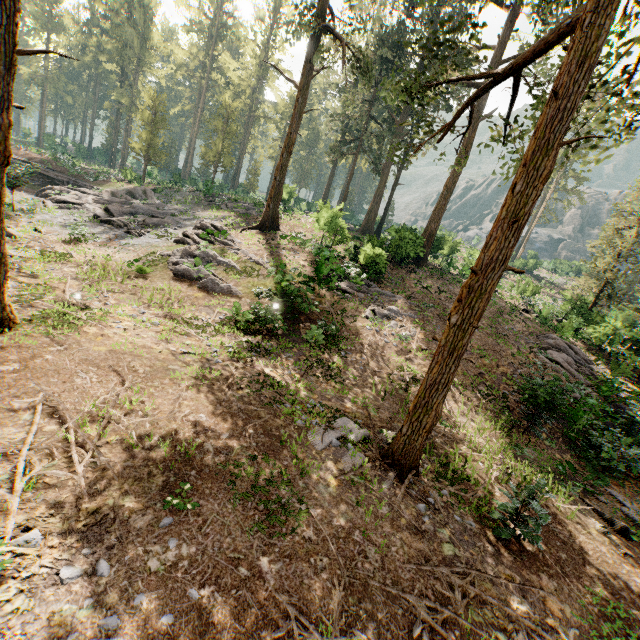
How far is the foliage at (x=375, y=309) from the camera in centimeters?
1691cm

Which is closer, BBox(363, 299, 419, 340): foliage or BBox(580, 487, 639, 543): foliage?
BBox(580, 487, 639, 543): foliage

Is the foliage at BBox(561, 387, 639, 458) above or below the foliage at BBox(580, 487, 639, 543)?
above

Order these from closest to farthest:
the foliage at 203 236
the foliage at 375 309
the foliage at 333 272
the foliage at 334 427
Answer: the foliage at 334 427 → the foliage at 203 236 → the foliage at 375 309 → the foliage at 333 272

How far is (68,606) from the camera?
4.0m
